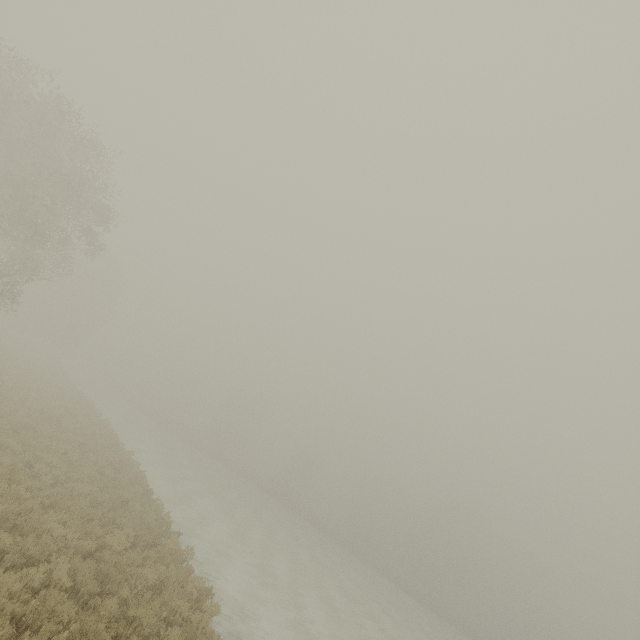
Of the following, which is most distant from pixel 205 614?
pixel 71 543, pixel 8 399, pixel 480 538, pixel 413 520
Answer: pixel 480 538
